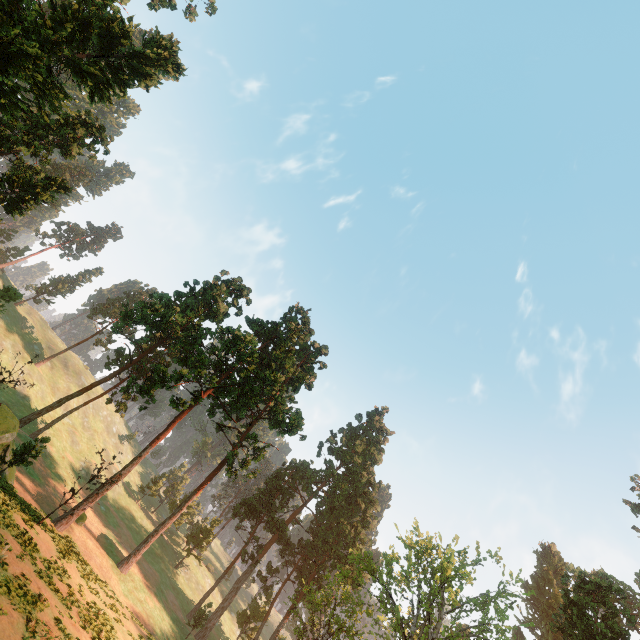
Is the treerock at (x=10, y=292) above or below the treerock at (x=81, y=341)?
below

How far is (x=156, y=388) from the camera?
35.7m

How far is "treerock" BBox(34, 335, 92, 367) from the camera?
54.9m

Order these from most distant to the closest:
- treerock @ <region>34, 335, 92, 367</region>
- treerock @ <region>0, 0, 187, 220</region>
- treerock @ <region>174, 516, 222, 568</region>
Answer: treerock @ <region>34, 335, 92, 367</region>, treerock @ <region>174, 516, 222, 568</region>, treerock @ <region>0, 0, 187, 220</region>

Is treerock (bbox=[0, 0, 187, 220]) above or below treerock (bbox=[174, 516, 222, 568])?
above

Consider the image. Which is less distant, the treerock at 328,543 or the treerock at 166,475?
the treerock at 328,543

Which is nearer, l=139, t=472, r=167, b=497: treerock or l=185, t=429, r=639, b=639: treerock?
l=185, t=429, r=639, b=639: treerock
